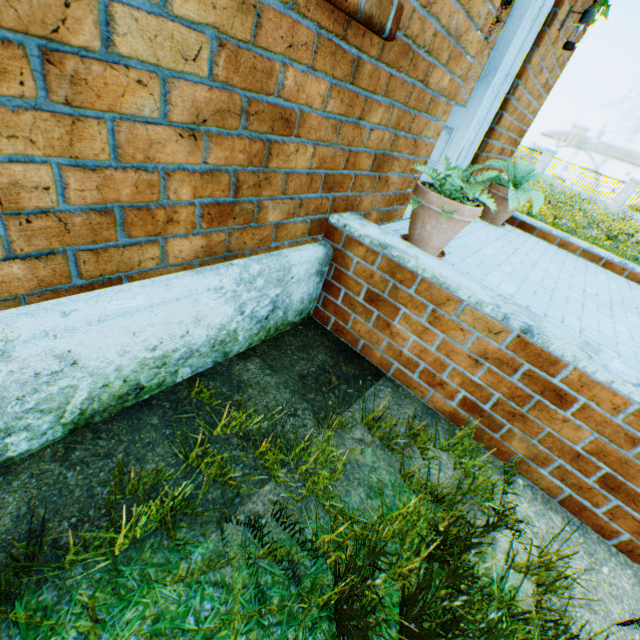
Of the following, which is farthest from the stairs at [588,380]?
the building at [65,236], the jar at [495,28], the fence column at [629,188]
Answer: the fence column at [629,188]

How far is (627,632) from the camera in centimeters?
131cm

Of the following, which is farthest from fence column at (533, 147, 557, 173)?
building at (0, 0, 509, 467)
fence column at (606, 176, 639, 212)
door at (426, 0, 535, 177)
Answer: door at (426, 0, 535, 177)

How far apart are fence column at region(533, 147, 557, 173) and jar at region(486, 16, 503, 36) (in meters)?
25.86

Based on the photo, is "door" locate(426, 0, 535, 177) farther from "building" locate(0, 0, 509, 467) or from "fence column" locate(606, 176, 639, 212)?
"fence column" locate(606, 176, 639, 212)

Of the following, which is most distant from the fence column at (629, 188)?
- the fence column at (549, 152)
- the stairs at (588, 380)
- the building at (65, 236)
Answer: the stairs at (588, 380)

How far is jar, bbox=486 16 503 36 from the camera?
3.79m

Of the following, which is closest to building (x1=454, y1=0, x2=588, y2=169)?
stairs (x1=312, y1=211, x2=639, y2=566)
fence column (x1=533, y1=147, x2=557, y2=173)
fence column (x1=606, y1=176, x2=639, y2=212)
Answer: stairs (x1=312, y1=211, x2=639, y2=566)
